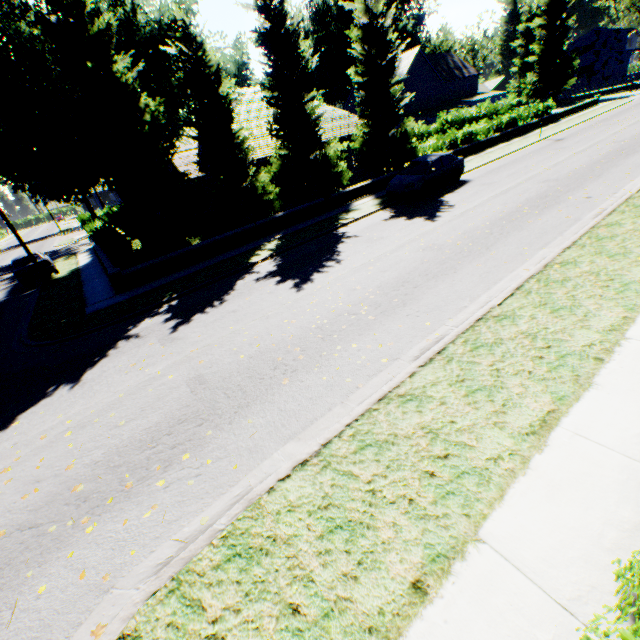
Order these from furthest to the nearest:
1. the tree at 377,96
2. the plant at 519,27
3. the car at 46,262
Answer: the plant at 519,27 < the car at 46,262 < the tree at 377,96

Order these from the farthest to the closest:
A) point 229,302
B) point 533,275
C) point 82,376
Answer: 1. point 229,302
2. point 82,376
3. point 533,275

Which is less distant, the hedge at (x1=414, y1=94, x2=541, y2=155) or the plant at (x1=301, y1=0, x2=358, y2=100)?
the hedge at (x1=414, y1=94, x2=541, y2=155)

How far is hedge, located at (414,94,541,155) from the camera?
23.7m

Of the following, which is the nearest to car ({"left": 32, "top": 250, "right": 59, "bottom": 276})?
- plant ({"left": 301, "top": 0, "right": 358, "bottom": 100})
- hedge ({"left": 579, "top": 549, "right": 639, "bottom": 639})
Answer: hedge ({"left": 579, "top": 549, "right": 639, "bottom": 639})

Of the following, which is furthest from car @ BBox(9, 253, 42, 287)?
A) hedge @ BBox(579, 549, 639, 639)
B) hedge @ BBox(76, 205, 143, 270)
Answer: hedge @ BBox(579, 549, 639, 639)

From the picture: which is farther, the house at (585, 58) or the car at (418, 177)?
the house at (585, 58)

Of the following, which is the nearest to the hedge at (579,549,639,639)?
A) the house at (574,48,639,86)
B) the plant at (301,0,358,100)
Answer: the plant at (301,0,358,100)
